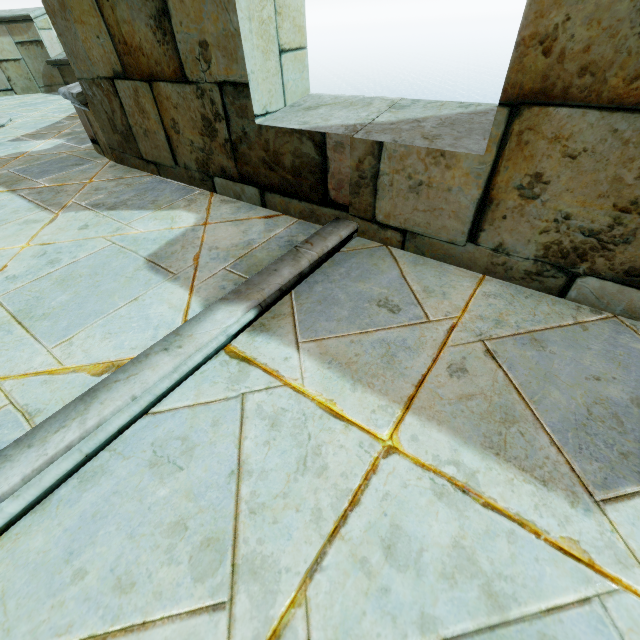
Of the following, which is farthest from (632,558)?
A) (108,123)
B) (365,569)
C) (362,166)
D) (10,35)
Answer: (10,35)
